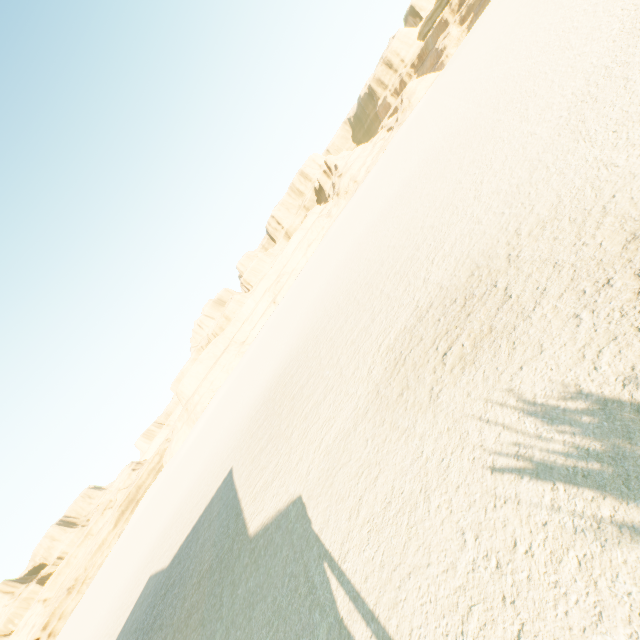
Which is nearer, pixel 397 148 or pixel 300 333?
pixel 300 333
